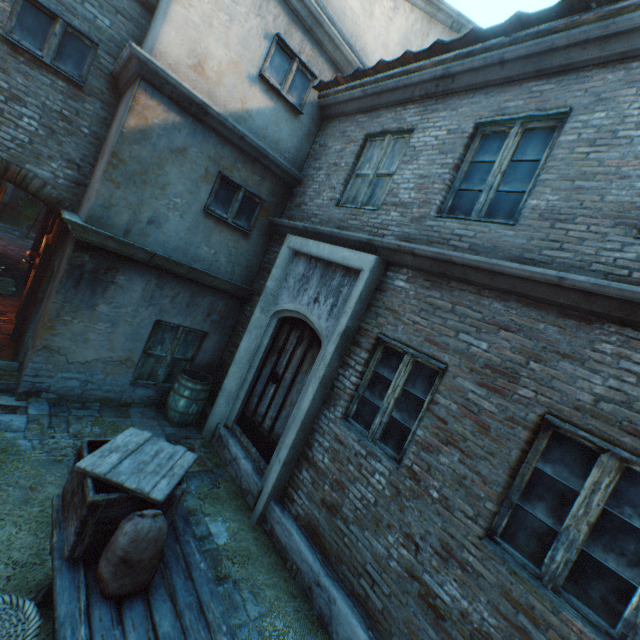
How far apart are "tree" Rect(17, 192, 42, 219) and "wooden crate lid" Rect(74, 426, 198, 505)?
29.2 meters

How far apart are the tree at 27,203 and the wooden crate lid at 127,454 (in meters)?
29.24

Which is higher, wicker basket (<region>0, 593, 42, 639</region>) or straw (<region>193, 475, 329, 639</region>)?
wicker basket (<region>0, 593, 42, 639</region>)

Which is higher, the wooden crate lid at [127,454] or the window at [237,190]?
the window at [237,190]

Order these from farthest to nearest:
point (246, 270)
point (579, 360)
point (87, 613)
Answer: point (246, 270), point (579, 360), point (87, 613)

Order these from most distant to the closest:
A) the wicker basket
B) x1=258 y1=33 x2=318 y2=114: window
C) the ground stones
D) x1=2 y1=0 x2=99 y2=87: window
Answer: the ground stones
x1=258 y1=33 x2=318 y2=114: window
x1=2 y1=0 x2=99 y2=87: window
the wicker basket

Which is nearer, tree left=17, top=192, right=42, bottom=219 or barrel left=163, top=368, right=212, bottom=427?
barrel left=163, top=368, right=212, bottom=427

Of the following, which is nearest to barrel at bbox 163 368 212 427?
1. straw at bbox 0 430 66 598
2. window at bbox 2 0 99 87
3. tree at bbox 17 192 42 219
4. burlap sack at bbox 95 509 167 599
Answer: straw at bbox 0 430 66 598
